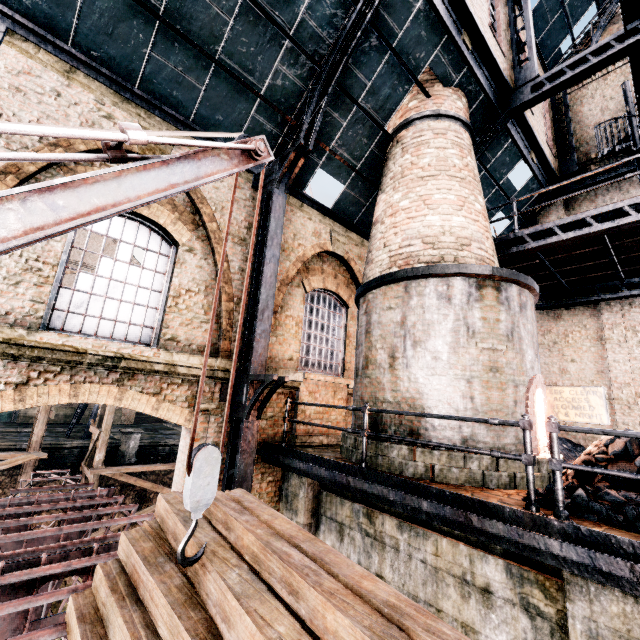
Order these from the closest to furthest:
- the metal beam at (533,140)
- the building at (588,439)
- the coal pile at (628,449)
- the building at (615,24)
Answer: the coal pile at (628,449), the metal beam at (533,140), the building at (588,439), the building at (615,24)

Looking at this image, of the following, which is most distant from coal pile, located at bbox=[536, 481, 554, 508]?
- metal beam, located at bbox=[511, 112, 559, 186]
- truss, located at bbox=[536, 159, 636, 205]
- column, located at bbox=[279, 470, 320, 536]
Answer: metal beam, located at bbox=[511, 112, 559, 186]

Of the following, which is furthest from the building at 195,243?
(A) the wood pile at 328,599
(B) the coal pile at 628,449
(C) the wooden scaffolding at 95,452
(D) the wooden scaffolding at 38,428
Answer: (D) the wooden scaffolding at 38,428

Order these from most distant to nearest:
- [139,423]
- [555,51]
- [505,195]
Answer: [139,423], [555,51], [505,195]

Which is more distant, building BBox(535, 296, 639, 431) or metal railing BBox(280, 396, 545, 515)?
building BBox(535, 296, 639, 431)

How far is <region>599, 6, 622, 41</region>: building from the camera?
14.6 meters

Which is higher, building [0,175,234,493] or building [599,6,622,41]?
building [599,6,622,41]
